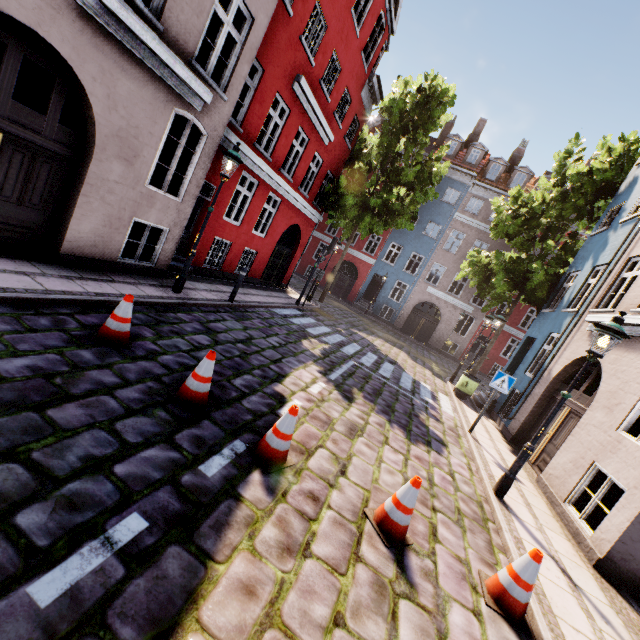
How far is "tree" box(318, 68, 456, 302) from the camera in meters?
15.9 m

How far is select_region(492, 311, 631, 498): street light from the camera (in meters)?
5.30

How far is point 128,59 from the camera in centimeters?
557cm

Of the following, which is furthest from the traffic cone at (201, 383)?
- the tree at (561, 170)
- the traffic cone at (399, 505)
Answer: the tree at (561, 170)

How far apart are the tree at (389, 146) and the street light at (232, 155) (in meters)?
10.47

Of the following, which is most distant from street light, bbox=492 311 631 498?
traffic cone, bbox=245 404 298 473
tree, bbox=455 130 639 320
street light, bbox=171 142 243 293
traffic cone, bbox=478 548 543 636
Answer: tree, bbox=455 130 639 320

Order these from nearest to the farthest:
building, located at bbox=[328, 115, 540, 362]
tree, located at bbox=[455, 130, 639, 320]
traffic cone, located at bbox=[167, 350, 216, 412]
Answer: traffic cone, located at bbox=[167, 350, 216, 412] → tree, located at bbox=[455, 130, 639, 320] → building, located at bbox=[328, 115, 540, 362]

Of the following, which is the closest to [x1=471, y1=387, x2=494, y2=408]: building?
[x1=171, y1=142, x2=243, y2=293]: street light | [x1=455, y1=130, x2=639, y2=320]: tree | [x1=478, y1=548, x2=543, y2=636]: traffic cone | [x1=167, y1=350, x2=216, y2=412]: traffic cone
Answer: [x1=455, y1=130, x2=639, y2=320]: tree
